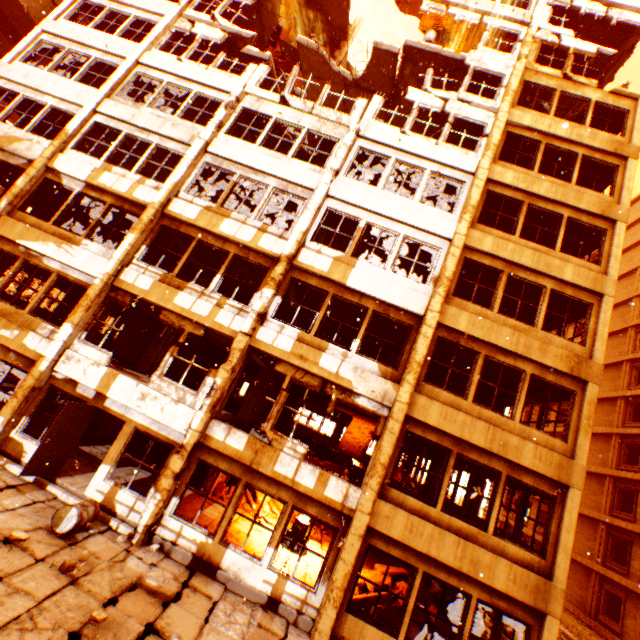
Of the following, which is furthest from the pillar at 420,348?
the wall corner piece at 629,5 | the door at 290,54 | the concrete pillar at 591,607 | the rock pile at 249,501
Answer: the concrete pillar at 591,607

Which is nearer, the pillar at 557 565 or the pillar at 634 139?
the pillar at 557 565

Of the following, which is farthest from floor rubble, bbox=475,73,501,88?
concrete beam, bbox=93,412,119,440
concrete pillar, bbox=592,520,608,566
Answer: concrete pillar, bbox=592,520,608,566

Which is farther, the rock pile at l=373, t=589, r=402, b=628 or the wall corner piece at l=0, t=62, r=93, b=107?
the wall corner piece at l=0, t=62, r=93, b=107

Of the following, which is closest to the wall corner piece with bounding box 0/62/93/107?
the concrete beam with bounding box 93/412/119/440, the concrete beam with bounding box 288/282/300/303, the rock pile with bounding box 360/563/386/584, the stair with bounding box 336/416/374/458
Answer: the concrete beam with bounding box 93/412/119/440

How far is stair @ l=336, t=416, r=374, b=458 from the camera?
23.9 meters

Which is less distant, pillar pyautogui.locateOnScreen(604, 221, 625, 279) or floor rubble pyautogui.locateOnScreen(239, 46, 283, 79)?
pillar pyautogui.locateOnScreen(604, 221, 625, 279)

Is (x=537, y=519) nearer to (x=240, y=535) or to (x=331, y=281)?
(x=240, y=535)
